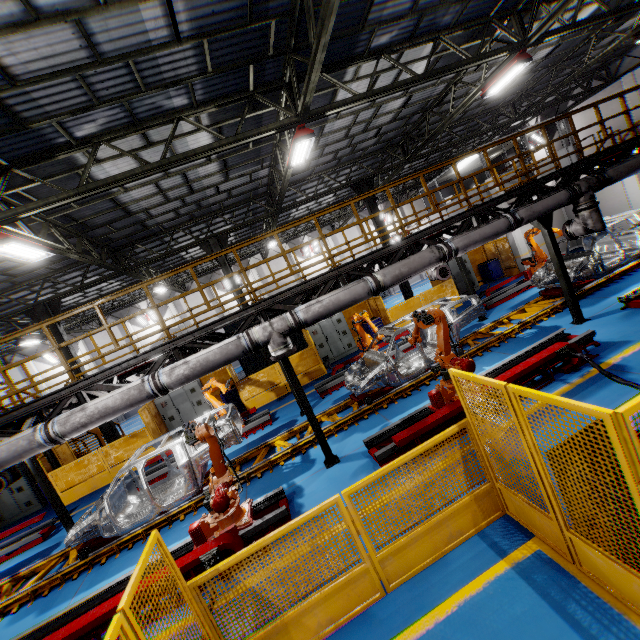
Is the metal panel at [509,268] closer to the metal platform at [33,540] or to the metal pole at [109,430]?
the metal pole at [109,430]

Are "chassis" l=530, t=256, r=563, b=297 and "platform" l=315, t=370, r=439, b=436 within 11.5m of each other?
yes

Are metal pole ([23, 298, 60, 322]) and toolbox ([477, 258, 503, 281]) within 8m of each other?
no

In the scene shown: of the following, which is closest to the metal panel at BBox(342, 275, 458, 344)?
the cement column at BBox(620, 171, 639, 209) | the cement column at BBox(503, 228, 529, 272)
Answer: the cement column at BBox(503, 228, 529, 272)

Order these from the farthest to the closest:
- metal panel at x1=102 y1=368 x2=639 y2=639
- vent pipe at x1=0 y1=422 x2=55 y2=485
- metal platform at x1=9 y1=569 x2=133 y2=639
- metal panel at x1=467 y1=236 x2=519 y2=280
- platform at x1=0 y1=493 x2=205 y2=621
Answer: metal panel at x1=467 y1=236 x2=519 y2=280, platform at x1=0 y1=493 x2=205 y2=621, vent pipe at x1=0 y1=422 x2=55 y2=485, metal platform at x1=9 y1=569 x2=133 y2=639, metal panel at x1=102 y1=368 x2=639 y2=639

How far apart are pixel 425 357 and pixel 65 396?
8.6m

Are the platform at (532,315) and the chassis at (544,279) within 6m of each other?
yes

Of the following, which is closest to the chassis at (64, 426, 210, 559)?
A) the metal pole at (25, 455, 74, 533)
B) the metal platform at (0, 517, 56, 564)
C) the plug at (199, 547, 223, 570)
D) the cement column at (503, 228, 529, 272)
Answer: the metal pole at (25, 455, 74, 533)
